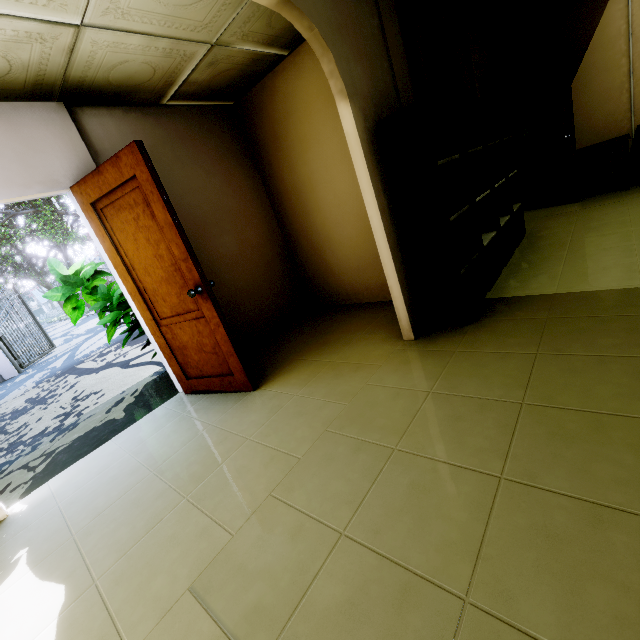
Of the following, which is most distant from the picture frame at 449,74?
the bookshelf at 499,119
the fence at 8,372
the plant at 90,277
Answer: the fence at 8,372

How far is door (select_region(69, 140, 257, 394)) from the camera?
2.4m

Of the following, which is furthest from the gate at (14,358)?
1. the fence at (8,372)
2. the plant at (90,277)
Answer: the plant at (90,277)

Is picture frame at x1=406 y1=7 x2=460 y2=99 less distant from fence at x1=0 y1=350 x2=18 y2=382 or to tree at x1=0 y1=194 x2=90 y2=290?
tree at x1=0 y1=194 x2=90 y2=290

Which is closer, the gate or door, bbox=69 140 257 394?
door, bbox=69 140 257 394

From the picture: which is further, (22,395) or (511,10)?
(22,395)

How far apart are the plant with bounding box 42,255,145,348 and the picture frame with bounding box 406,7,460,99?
3.2 meters

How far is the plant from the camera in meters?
3.6 m
